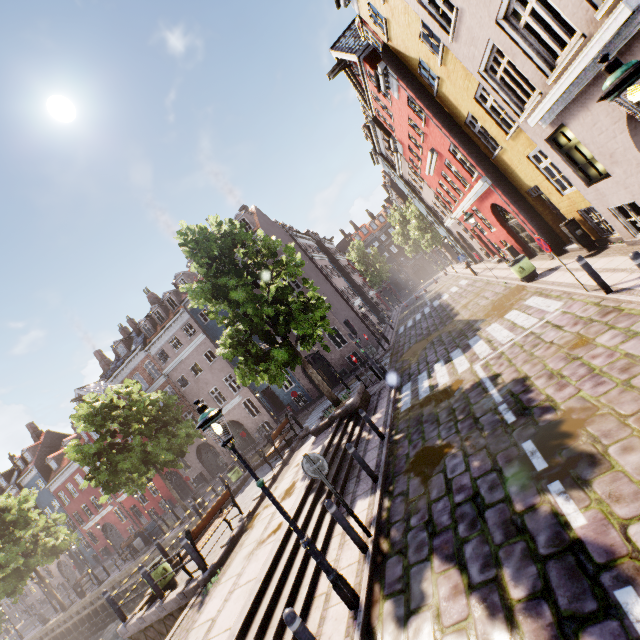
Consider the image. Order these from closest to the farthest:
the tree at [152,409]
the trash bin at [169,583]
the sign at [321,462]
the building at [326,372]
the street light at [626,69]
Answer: the street light at [626,69], the sign at [321,462], the trash bin at [169,583], the tree at [152,409], the building at [326,372]

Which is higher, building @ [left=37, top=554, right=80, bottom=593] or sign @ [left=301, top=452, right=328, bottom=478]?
building @ [left=37, top=554, right=80, bottom=593]

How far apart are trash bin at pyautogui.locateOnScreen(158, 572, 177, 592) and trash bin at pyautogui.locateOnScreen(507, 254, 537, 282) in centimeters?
1629cm

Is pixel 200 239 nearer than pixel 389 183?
Yes

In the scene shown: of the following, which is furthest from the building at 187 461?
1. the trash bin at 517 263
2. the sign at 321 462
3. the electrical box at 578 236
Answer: the sign at 321 462

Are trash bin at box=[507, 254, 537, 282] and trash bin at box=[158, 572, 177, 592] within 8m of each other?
no

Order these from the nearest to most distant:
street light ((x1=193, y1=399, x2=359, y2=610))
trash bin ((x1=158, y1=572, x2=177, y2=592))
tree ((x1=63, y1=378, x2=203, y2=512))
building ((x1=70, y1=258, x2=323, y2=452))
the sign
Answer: street light ((x1=193, y1=399, x2=359, y2=610)) < the sign < trash bin ((x1=158, y1=572, x2=177, y2=592)) < tree ((x1=63, y1=378, x2=203, y2=512)) < building ((x1=70, y1=258, x2=323, y2=452))

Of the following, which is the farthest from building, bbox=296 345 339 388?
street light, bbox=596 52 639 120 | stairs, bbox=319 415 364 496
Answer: street light, bbox=596 52 639 120
